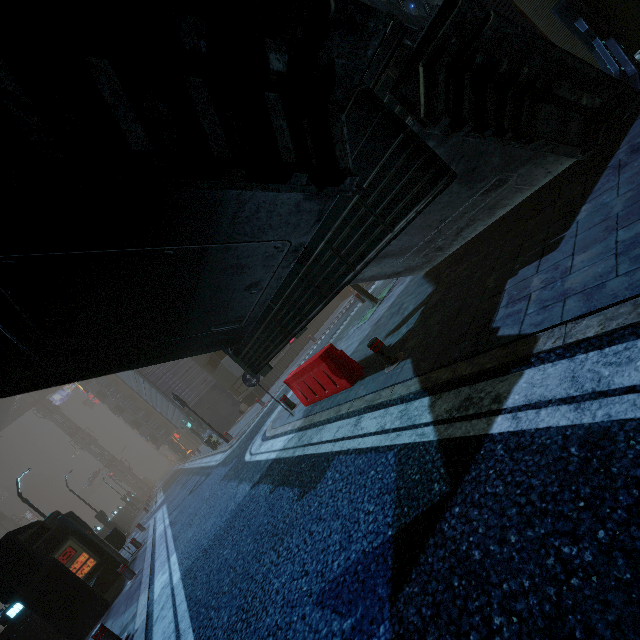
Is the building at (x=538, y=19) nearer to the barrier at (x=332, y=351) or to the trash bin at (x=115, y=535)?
the trash bin at (x=115, y=535)

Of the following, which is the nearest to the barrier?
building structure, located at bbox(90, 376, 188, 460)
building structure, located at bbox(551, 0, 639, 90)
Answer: building structure, located at bbox(551, 0, 639, 90)

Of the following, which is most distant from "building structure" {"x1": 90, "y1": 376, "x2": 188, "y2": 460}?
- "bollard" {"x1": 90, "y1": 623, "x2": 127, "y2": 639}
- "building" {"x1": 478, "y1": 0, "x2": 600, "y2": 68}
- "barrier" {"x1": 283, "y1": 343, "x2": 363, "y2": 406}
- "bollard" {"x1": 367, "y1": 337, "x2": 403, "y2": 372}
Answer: "bollard" {"x1": 367, "y1": 337, "x2": 403, "y2": 372}

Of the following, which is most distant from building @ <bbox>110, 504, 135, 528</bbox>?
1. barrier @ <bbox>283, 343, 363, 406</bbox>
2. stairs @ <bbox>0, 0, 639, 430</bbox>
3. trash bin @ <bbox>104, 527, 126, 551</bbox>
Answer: barrier @ <bbox>283, 343, 363, 406</bbox>

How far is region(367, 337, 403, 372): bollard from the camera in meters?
5.5

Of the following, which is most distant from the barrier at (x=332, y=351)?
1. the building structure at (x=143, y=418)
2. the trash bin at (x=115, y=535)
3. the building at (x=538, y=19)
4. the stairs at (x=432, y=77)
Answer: the building structure at (x=143, y=418)

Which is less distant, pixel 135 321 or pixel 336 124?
pixel 336 124

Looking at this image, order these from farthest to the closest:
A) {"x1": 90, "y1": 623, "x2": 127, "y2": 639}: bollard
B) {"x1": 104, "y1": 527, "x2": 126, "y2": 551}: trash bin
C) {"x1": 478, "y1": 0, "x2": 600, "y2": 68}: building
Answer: {"x1": 104, "y1": 527, "x2": 126, "y2": 551}: trash bin → {"x1": 478, "y1": 0, "x2": 600, "y2": 68}: building → {"x1": 90, "y1": 623, "x2": 127, "y2": 639}: bollard
